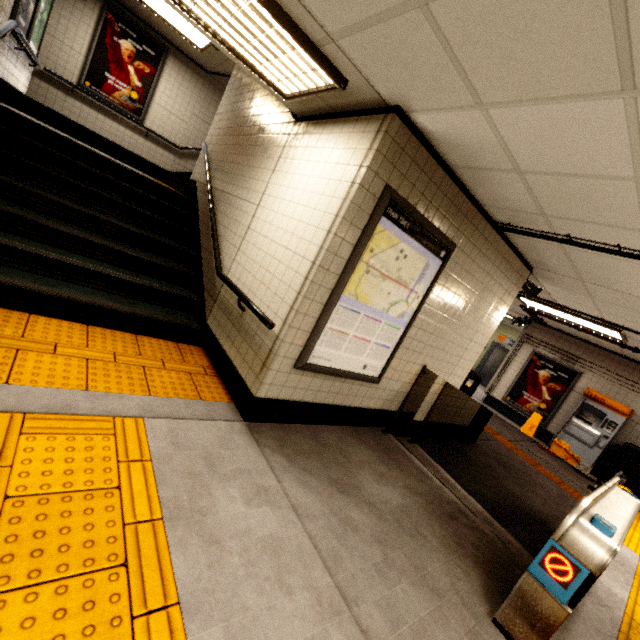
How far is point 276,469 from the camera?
2.7m

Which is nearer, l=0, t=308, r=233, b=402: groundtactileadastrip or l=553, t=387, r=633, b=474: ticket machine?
l=0, t=308, r=233, b=402: groundtactileadastrip

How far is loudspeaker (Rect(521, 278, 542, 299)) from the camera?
4.95m

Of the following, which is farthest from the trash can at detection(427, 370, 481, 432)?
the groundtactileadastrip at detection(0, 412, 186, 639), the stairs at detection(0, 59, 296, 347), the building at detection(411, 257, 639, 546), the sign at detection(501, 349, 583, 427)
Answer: the sign at detection(501, 349, 583, 427)

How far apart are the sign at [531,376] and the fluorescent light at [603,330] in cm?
246

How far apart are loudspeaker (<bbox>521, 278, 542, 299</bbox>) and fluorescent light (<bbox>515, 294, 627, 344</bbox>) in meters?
1.9 m

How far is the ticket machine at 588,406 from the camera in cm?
749

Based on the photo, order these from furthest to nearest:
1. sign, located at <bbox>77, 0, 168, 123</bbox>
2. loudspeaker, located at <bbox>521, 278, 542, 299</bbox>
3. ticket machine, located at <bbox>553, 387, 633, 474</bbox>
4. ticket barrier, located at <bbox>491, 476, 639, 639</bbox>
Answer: ticket machine, located at <bbox>553, 387, 633, 474</bbox> → sign, located at <bbox>77, 0, 168, 123</bbox> → loudspeaker, located at <bbox>521, 278, 542, 299</bbox> → ticket barrier, located at <bbox>491, 476, 639, 639</bbox>
